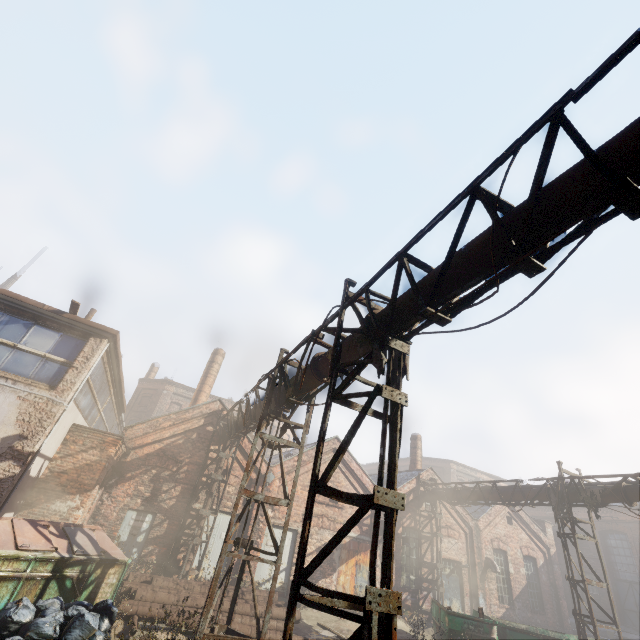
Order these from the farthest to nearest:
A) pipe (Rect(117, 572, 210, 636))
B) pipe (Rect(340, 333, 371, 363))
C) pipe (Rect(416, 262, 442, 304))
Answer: pipe (Rect(117, 572, 210, 636))
pipe (Rect(340, 333, 371, 363))
pipe (Rect(416, 262, 442, 304))

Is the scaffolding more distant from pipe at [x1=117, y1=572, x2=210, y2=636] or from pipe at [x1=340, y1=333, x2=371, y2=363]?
pipe at [x1=117, y1=572, x2=210, y2=636]

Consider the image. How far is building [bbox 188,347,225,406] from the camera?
22.19m

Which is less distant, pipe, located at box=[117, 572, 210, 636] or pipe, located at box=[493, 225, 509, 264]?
pipe, located at box=[493, 225, 509, 264]

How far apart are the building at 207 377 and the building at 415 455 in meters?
15.0

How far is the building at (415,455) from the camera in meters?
22.8

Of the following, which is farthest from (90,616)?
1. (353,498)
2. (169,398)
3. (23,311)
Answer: (169,398)

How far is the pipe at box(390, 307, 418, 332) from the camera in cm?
518
